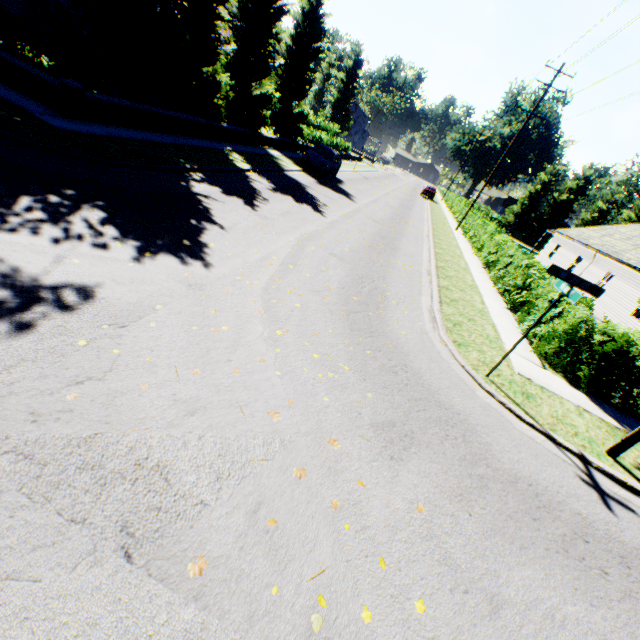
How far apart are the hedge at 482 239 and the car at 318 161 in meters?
10.8

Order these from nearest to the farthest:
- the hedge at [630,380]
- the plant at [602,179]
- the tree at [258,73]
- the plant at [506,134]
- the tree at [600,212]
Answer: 1. the hedge at [630,380]
2. the tree at [258,73]
3. the tree at [600,212]
4. the plant at [602,179]
5. the plant at [506,134]

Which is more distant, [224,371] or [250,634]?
[224,371]

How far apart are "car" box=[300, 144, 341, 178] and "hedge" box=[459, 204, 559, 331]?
10.8m

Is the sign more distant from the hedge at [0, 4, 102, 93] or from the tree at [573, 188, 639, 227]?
the hedge at [0, 4, 102, 93]

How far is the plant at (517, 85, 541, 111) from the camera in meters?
54.7 m

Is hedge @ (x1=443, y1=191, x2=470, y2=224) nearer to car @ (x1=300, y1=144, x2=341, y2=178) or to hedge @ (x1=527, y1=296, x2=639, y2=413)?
car @ (x1=300, y1=144, x2=341, y2=178)

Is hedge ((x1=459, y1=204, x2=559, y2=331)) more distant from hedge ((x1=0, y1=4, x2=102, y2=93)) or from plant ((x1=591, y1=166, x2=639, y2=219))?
plant ((x1=591, y1=166, x2=639, y2=219))
